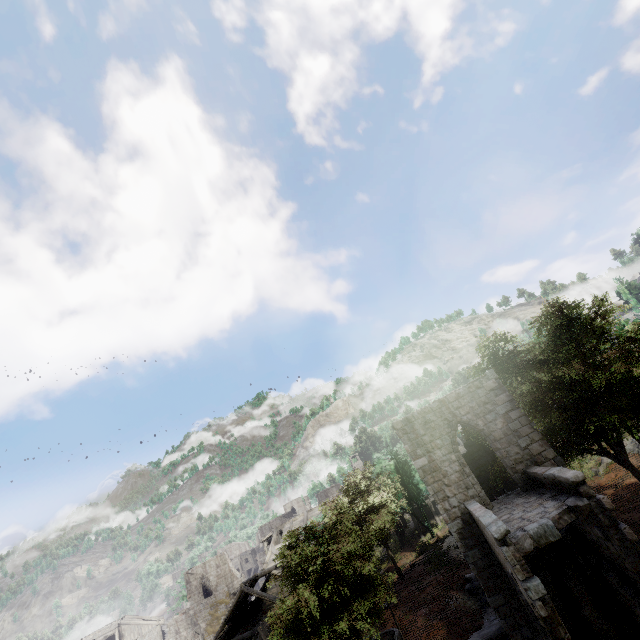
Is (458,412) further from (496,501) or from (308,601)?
(308,601)

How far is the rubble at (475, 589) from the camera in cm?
1748

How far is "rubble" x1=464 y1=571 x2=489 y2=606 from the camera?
17.5 meters

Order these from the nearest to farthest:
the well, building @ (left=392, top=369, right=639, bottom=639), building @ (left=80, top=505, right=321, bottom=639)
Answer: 1. building @ (left=392, top=369, right=639, bottom=639)
2. the well
3. building @ (left=80, top=505, right=321, bottom=639)

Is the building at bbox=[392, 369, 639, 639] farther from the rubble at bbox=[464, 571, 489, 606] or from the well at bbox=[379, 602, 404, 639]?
the well at bbox=[379, 602, 404, 639]

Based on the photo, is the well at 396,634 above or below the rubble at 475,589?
above
